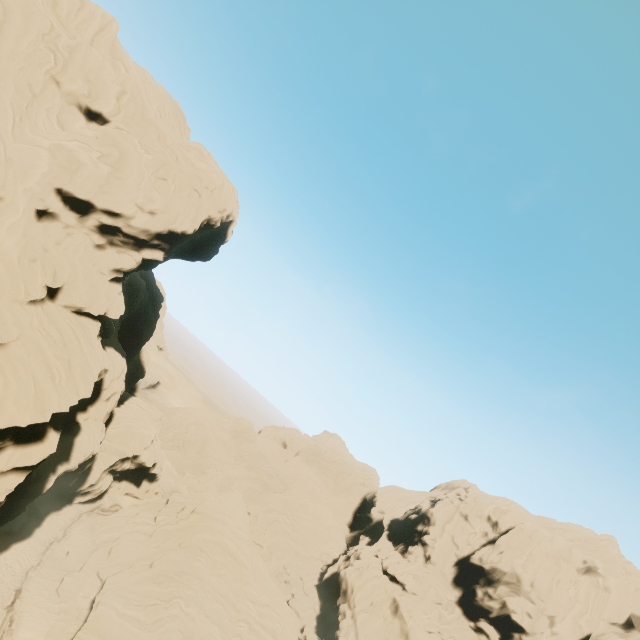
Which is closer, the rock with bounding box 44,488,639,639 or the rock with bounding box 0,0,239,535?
the rock with bounding box 0,0,239,535

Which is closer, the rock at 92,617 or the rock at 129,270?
the rock at 129,270

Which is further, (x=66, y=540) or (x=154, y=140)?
(x=66, y=540)
